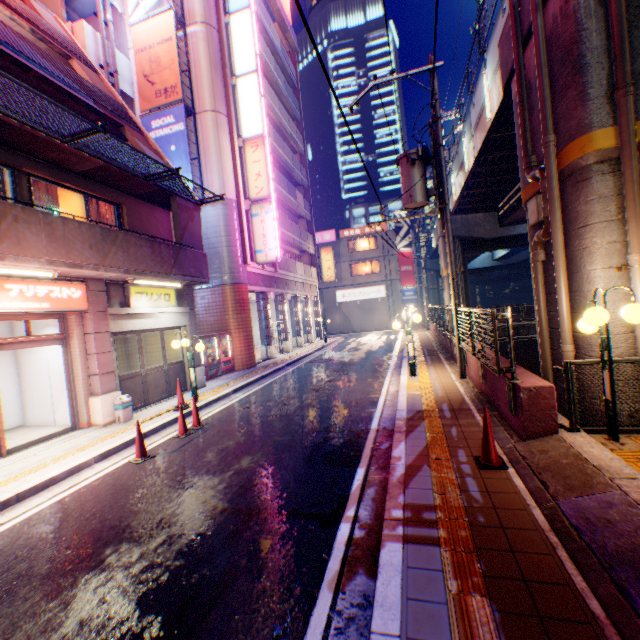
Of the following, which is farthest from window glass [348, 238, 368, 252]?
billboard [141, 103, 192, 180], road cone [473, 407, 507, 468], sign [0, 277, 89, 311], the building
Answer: road cone [473, 407, 507, 468]

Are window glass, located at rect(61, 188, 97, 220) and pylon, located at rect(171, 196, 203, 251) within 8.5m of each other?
yes

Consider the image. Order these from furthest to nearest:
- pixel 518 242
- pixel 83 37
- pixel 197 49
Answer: pixel 518 242
pixel 197 49
pixel 83 37

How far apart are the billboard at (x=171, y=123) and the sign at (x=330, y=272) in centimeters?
1606cm

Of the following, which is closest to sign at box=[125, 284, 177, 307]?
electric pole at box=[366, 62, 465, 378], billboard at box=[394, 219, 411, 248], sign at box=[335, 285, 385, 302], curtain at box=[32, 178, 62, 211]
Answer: curtain at box=[32, 178, 62, 211]

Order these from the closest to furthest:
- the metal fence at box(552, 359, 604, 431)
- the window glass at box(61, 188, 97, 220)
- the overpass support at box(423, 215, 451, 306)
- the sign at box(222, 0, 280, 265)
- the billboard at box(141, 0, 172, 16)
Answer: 1. the metal fence at box(552, 359, 604, 431)
2. the window glass at box(61, 188, 97, 220)
3. the billboard at box(141, 0, 172, 16)
4. the sign at box(222, 0, 280, 265)
5. the overpass support at box(423, 215, 451, 306)

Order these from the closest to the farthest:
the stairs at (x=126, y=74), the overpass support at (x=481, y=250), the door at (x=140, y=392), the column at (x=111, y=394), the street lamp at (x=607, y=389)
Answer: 1. the street lamp at (x=607, y=389)
2. the overpass support at (x=481, y=250)
3. the column at (x=111, y=394)
4. the door at (x=140, y=392)
5. the stairs at (x=126, y=74)

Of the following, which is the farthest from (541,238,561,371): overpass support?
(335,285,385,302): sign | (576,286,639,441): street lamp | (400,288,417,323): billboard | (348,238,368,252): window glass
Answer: (335,285,385,302): sign
